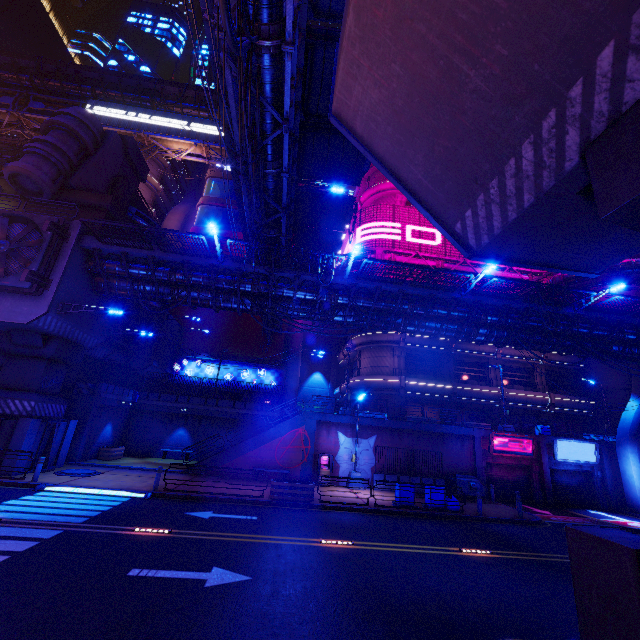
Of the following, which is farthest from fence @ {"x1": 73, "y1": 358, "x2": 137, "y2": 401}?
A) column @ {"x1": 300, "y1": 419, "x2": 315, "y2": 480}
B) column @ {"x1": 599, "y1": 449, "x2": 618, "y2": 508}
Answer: column @ {"x1": 599, "y1": 449, "x2": 618, "y2": 508}

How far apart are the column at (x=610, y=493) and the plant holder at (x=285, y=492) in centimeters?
2346cm

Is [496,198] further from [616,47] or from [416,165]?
[616,47]

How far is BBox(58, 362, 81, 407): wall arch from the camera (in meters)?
21.22

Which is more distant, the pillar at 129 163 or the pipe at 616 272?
the pillar at 129 163

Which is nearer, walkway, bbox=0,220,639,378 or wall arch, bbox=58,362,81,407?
walkway, bbox=0,220,639,378

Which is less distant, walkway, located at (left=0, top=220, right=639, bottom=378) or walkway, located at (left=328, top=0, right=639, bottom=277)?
walkway, located at (left=328, top=0, right=639, bottom=277)

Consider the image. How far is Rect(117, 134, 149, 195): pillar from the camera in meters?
29.1
